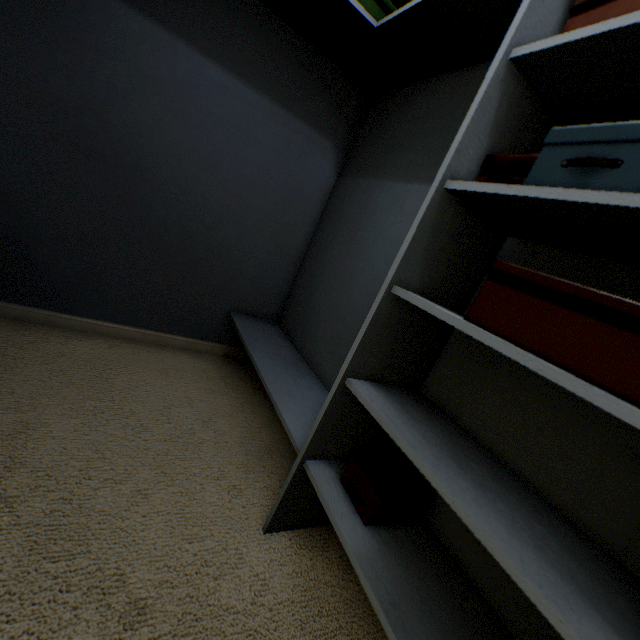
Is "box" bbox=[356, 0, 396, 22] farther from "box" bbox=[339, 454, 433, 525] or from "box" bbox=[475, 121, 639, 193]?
"box" bbox=[339, 454, 433, 525]

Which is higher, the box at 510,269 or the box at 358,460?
the box at 510,269

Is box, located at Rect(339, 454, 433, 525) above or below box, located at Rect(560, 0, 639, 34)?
below

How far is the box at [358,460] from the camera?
0.87m

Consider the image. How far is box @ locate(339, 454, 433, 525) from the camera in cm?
87

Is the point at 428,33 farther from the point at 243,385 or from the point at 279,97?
the point at 243,385

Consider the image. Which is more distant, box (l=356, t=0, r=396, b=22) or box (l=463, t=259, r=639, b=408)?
box (l=356, t=0, r=396, b=22)

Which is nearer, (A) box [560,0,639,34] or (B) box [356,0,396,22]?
(A) box [560,0,639,34]
